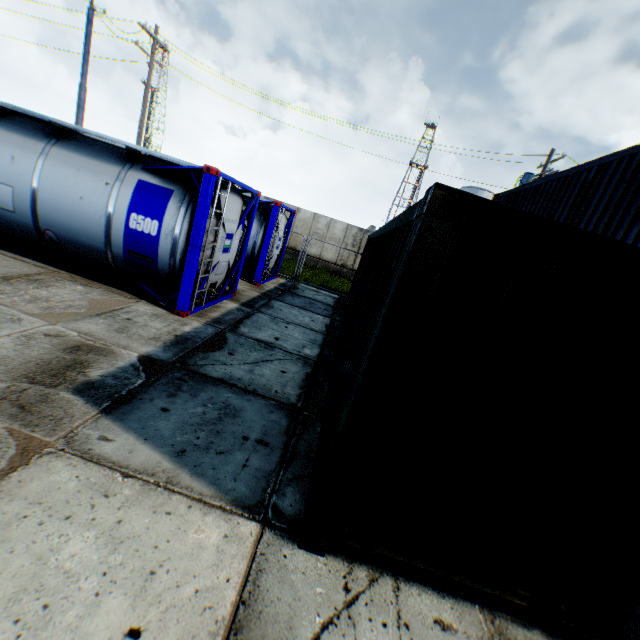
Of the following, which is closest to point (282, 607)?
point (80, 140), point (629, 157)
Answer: point (80, 140)

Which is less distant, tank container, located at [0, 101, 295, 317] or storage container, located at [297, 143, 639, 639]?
storage container, located at [297, 143, 639, 639]

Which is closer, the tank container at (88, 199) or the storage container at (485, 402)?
the storage container at (485, 402)
